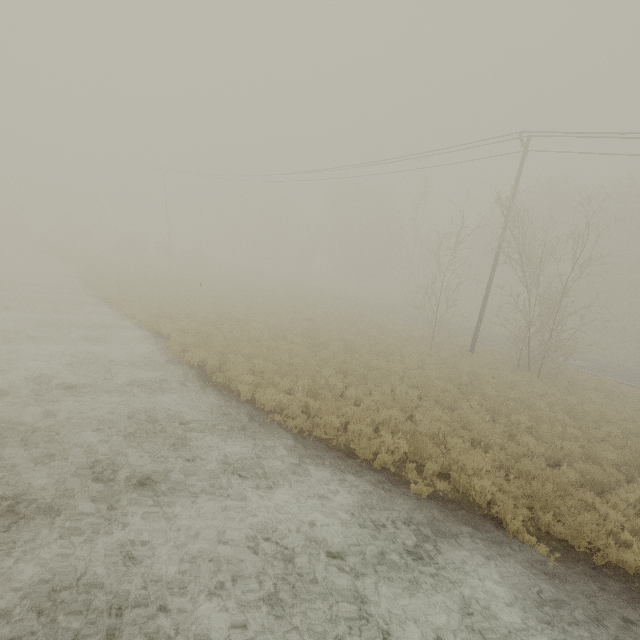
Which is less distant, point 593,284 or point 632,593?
point 632,593

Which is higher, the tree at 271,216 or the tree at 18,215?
the tree at 271,216

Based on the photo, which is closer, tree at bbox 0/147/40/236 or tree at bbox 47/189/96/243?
tree at bbox 0/147/40/236

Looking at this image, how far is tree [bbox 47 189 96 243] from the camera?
54.2m

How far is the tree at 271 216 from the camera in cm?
5788

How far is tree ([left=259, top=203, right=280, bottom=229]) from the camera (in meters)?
57.88

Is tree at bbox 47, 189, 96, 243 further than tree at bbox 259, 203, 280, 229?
No

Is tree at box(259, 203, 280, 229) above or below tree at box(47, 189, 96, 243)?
above
